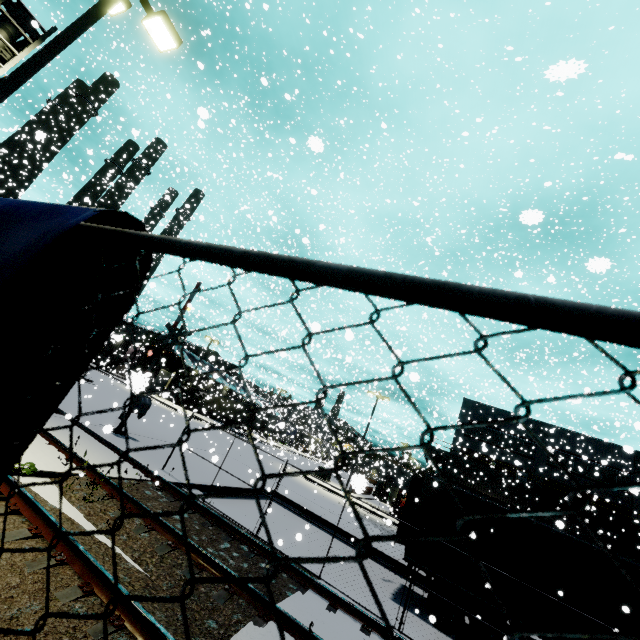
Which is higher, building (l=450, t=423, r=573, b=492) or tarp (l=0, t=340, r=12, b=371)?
building (l=450, t=423, r=573, b=492)

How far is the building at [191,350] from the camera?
46.55m

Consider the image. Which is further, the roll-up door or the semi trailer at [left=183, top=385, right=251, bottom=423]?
the semi trailer at [left=183, top=385, right=251, bottom=423]

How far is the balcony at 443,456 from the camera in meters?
30.0 m

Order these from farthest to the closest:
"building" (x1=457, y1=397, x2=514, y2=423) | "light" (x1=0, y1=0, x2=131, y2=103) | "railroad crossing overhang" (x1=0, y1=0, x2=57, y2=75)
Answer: "building" (x1=457, y1=397, x2=514, y2=423) < "railroad crossing overhang" (x1=0, y1=0, x2=57, y2=75) < "light" (x1=0, y1=0, x2=131, y2=103)

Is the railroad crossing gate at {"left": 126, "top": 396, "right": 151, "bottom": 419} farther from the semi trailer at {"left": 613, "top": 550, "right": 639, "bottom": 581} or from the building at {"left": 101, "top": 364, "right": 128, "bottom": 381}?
the semi trailer at {"left": 613, "top": 550, "right": 639, "bottom": 581}

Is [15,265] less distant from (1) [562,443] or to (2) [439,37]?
(2) [439,37]

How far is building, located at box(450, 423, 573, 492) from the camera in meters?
32.6
